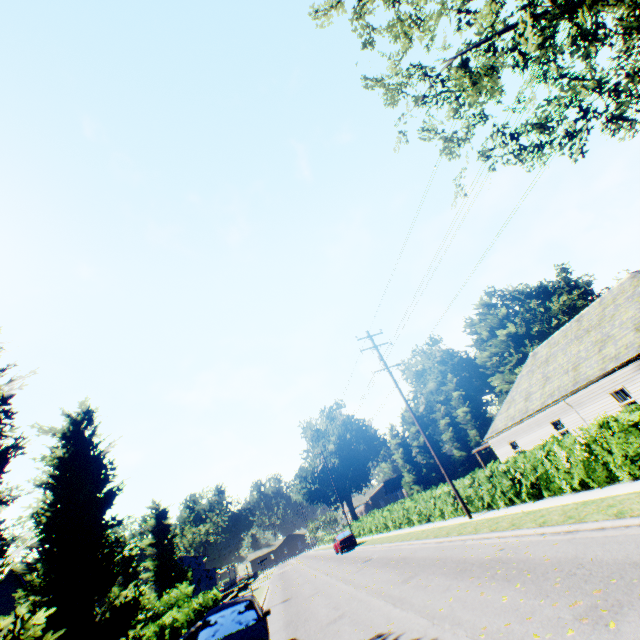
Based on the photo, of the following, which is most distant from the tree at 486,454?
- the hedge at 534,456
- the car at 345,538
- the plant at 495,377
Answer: the car at 345,538

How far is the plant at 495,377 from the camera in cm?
4981

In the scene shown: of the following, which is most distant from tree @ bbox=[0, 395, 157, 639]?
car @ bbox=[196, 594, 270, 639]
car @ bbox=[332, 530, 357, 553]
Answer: car @ bbox=[332, 530, 357, 553]

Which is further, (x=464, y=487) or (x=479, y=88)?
(x=464, y=487)

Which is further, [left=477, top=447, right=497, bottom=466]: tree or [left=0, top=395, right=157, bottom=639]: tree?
[left=477, top=447, right=497, bottom=466]: tree

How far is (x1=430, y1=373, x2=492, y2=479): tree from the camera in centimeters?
5032cm

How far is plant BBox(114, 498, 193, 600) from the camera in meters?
44.9

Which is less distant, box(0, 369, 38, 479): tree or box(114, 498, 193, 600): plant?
box(0, 369, 38, 479): tree
